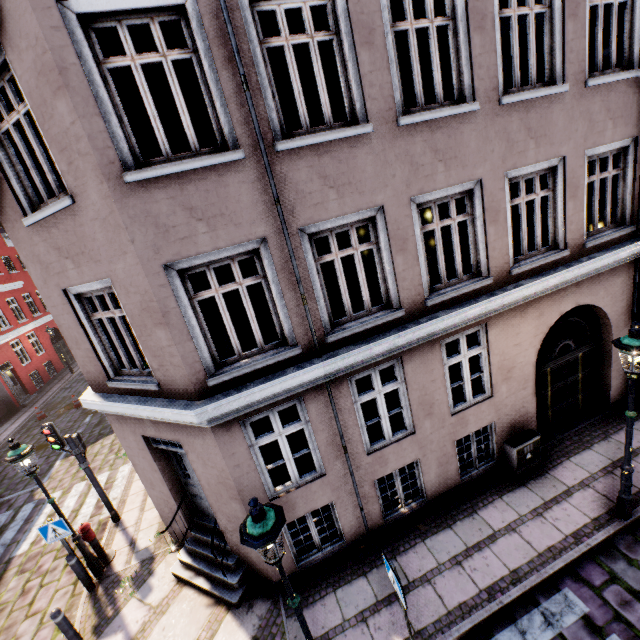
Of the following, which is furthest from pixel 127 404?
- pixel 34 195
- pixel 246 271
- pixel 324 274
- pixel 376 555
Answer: pixel 246 271

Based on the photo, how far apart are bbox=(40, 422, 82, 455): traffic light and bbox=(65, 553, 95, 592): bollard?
2.2 meters

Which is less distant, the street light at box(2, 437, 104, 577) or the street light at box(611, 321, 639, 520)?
the street light at box(611, 321, 639, 520)

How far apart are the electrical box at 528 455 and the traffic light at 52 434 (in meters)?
10.57

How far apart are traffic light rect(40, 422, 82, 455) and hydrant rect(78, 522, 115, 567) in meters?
1.6 m

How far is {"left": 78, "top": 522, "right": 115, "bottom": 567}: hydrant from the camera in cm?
763

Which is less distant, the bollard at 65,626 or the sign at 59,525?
the bollard at 65,626

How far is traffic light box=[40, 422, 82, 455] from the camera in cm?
800
